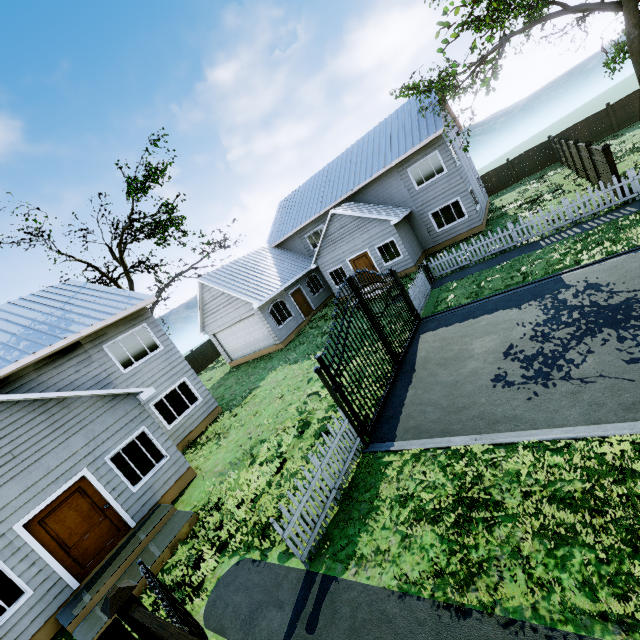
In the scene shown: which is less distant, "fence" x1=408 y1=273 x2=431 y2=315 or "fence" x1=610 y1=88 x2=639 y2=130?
"fence" x1=408 y1=273 x2=431 y2=315

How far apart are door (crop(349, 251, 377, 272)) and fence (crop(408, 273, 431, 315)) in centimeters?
558cm

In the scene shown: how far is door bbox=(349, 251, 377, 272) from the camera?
20.64m

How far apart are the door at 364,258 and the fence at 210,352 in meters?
17.8 m

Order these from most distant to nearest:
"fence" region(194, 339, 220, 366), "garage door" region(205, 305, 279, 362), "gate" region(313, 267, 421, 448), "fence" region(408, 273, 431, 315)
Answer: "fence" region(194, 339, 220, 366) < "garage door" region(205, 305, 279, 362) < "fence" region(408, 273, 431, 315) < "gate" region(313, 267, 421, 448)

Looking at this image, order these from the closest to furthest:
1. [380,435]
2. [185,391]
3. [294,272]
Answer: [380,435] < [185,391] < [294,272]

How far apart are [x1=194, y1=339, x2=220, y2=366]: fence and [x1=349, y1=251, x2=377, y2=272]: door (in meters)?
17.76

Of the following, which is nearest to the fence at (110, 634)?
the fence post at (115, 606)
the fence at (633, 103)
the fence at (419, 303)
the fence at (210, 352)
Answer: the fence post at (115, 606)
